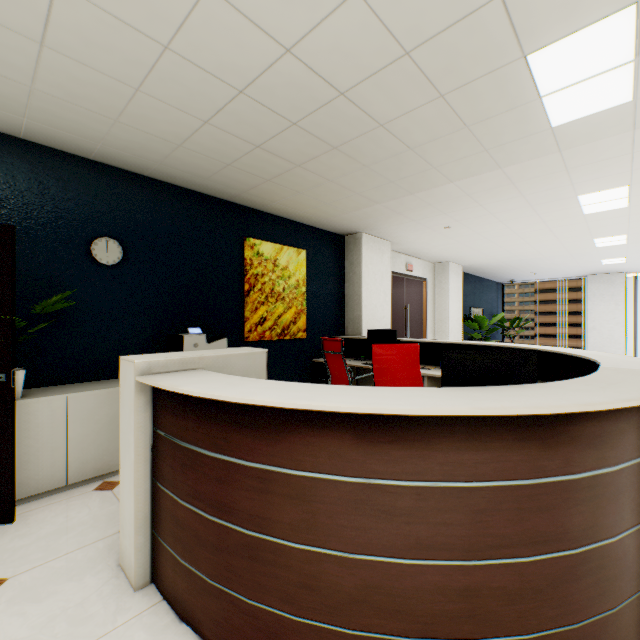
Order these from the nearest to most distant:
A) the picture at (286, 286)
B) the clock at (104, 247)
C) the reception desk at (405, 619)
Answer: the reception desk at (405, 619), the clock at (104, 247), the picture at (286, 286)

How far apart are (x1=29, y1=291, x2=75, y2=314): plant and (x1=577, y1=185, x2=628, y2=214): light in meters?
5.8 m

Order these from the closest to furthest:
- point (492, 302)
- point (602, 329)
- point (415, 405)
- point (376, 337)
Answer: point (415, 405) → point (376, 337) → point (602, 329) → point (492, 302)

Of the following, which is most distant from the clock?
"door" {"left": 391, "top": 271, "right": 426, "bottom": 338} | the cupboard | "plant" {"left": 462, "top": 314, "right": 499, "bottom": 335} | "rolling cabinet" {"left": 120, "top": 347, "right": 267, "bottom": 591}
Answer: "plant" {"left": 462, "top": 314, "right": 499, "bottom": 335}

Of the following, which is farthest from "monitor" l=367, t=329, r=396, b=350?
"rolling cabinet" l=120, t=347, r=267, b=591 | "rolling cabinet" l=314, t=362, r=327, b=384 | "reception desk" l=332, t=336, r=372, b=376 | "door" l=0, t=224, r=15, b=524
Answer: "door" l=0, t=224, r=15, b=524

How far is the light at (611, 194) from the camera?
4.0m

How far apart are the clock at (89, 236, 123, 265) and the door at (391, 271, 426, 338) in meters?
5.2 m

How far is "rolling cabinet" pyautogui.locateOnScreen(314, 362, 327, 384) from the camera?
5.2 meters
